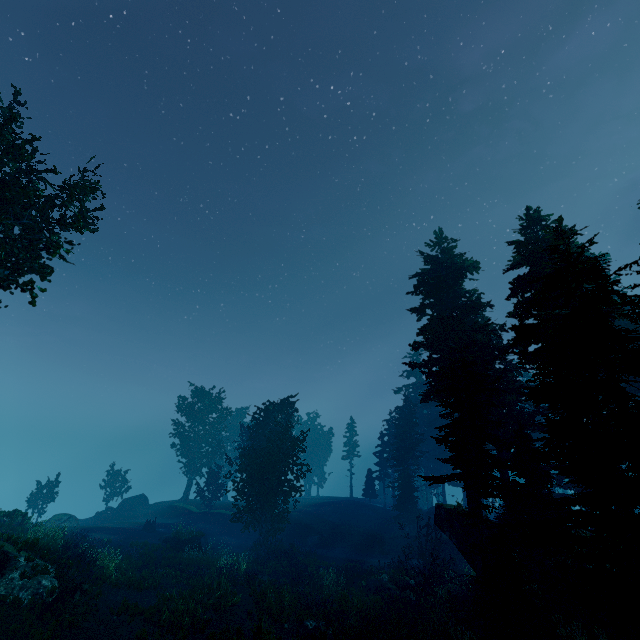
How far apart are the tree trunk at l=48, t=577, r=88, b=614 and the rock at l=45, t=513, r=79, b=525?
24.3m

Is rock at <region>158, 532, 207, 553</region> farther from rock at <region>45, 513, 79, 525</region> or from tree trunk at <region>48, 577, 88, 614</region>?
tree trunk at <region>48, 577, 88, 614</region>

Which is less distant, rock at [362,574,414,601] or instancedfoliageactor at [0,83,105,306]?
instancedfoliageactor at [0,83,105,306]

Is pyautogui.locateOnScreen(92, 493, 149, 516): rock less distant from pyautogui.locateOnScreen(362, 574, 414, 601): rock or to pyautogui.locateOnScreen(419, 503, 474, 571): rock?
pyautogui.locateOnScreen(362, 574, 414, 601): rock

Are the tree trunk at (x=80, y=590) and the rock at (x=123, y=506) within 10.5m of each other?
no

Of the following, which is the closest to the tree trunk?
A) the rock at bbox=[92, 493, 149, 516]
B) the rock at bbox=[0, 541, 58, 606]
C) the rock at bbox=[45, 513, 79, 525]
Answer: the rock at bbox=[0, 541, 58, 606]

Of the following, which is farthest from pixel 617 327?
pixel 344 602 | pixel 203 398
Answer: pixel 203 398

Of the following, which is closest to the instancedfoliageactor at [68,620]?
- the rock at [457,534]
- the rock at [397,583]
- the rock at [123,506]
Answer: the rock at [457,534]
